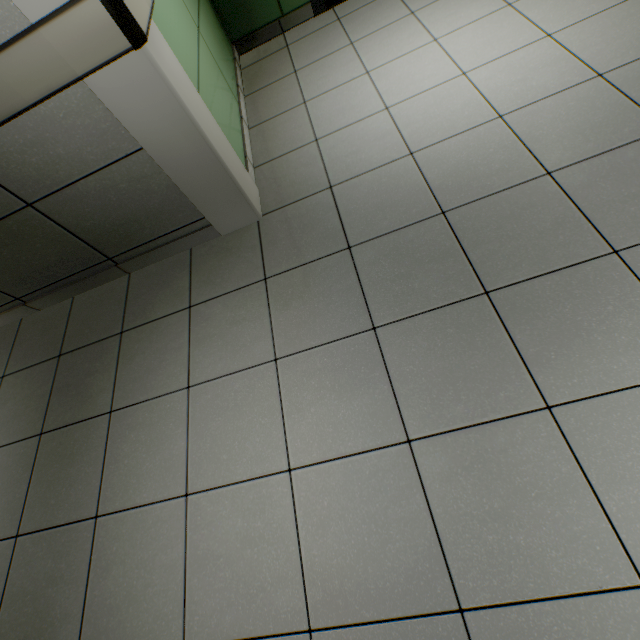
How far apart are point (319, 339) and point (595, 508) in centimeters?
113cm
